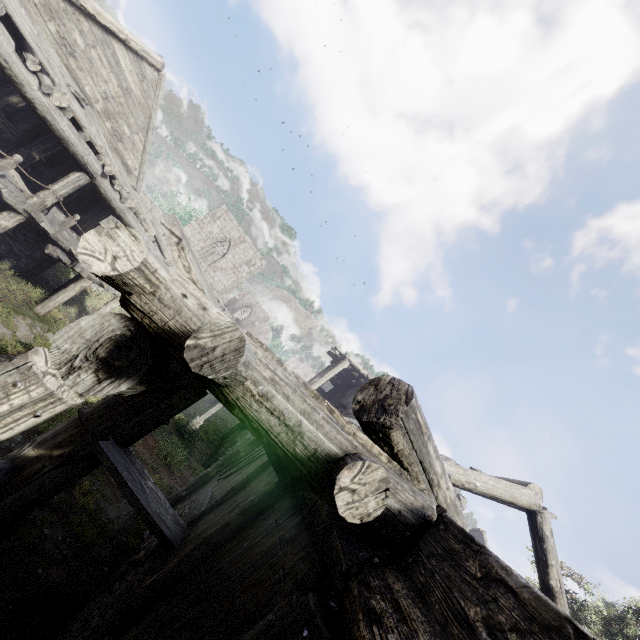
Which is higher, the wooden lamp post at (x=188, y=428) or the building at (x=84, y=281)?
the building at (x=84, y=281)

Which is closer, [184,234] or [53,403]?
[53,403]

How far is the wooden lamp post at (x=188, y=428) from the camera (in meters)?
17.88

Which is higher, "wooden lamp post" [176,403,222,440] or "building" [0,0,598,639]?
"building" [0,0,598,639]

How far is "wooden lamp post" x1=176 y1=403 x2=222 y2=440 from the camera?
17.9m

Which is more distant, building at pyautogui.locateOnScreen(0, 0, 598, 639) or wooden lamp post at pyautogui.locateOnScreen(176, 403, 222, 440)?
wooden lamp post at pyautogui.locateOnScreen(176, 403, 222, 440)
